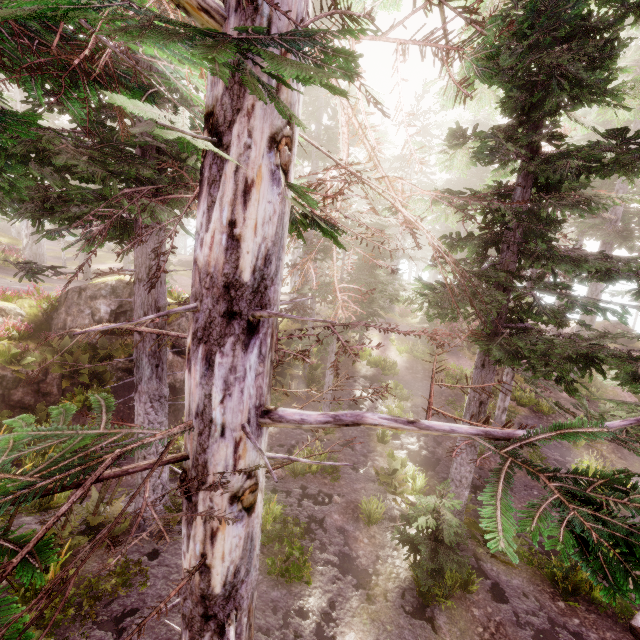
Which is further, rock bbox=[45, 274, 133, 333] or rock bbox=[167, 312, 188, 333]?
rock bbox=[167, 312, 188, 333]

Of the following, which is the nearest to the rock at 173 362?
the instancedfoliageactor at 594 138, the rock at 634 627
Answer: the instancedfoliageactor at 594 138

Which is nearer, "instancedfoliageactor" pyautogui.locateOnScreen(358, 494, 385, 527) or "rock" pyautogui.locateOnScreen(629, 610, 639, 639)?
"rock" pyautogui.locateOnScreen(629, 610, 639, 639)

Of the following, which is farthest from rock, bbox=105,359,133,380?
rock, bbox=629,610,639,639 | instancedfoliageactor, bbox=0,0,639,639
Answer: rock, bbox=629,610,639,639

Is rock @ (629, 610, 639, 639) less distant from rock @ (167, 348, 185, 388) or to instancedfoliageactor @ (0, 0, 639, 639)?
instancedfoliageactor @ (0, 0, 639, 639)

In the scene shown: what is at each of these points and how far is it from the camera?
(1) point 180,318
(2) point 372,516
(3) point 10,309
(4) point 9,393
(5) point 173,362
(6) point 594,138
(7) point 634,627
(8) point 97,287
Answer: (1) rock, 16.4 meters
(2) instancedfoliageactor, 10.6 meters
(3) rock, 14.6 meters
(4) rock, 12.7 meters
(5) rock, 16.1 meters
(6) instancedfoliageactor, 18.0 meters
(7) rock, 8.2 meters
(8) rock, 15.8 meters
